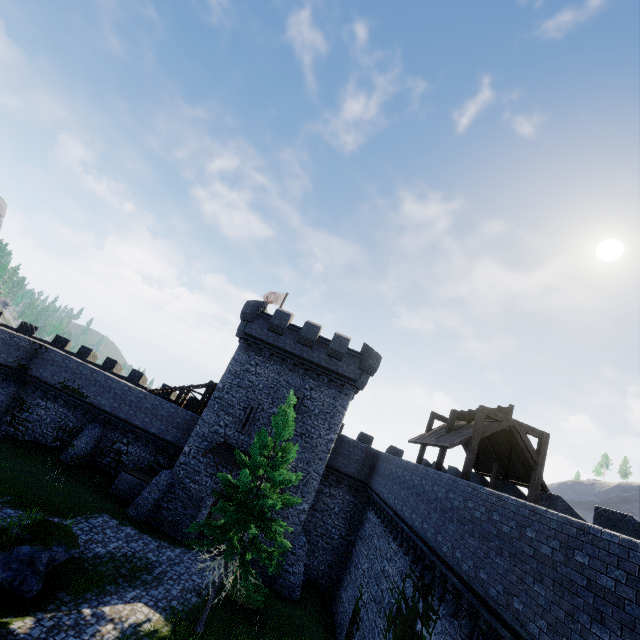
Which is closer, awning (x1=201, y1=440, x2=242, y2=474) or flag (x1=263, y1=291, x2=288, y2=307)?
awning (x1=201, y1=440, x2=242, y2=474)

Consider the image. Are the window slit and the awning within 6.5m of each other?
yes

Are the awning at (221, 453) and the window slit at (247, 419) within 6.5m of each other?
yes

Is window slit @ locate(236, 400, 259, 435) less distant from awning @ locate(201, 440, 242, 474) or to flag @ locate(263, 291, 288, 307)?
awning @ locate(201, 440, 242, 474)

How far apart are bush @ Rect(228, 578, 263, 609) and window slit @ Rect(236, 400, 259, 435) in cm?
821

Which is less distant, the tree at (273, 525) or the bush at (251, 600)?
the tree at (273, 525)

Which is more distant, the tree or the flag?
the flag

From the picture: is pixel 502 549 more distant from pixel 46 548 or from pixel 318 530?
pixel 318 530
